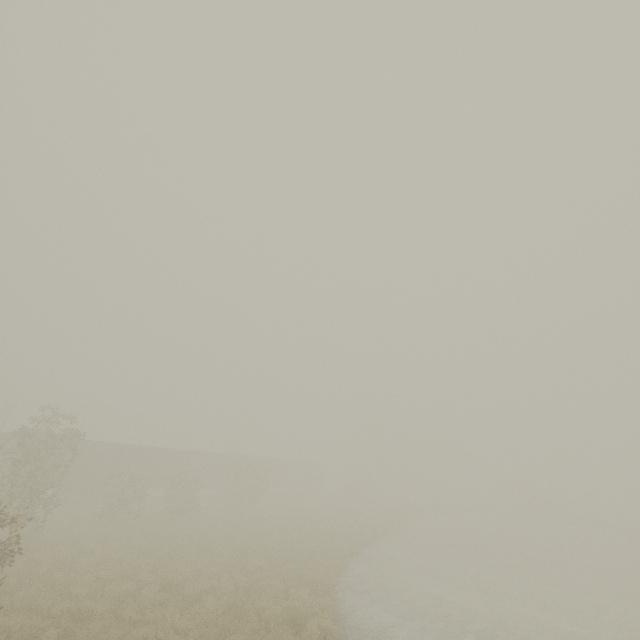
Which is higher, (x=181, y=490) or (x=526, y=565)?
(x=181, y=490)

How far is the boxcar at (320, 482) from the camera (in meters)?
45.84

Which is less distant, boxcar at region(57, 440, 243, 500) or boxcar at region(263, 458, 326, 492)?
boxcar at region(57, 440, 243, 500)

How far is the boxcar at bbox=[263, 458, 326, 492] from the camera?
45.8 meters

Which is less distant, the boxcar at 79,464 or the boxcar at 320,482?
the boxcar at 79,464
